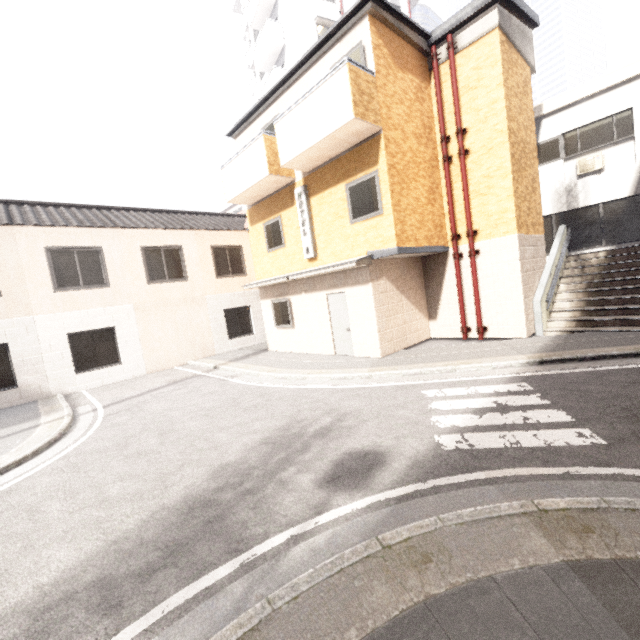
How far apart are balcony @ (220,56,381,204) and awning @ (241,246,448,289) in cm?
296

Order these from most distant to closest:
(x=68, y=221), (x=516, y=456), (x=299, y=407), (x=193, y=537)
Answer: (x=68, y=221) → (x=299, y=407) → (x=516, y=456) → (x=193, y=537)

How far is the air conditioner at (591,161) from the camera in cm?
1188

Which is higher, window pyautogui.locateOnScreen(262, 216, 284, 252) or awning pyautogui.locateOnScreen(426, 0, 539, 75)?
awning pyautogui.locateOnScreen(426, 0, 539, 75)

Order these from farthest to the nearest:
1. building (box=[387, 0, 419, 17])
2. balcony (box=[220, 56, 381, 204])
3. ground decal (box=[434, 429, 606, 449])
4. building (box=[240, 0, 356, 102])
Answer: building (box=[387, 0, 419, 17]) < building (box=[240, 0, 356, 102]) < balcony (box=[220, 56, 381, 204]) < ground decal (box=[434, 429, 606, 449])

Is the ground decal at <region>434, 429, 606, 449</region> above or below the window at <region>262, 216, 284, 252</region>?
below

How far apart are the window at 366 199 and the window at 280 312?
3.9 meters

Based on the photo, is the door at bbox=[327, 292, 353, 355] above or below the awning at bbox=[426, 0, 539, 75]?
below
